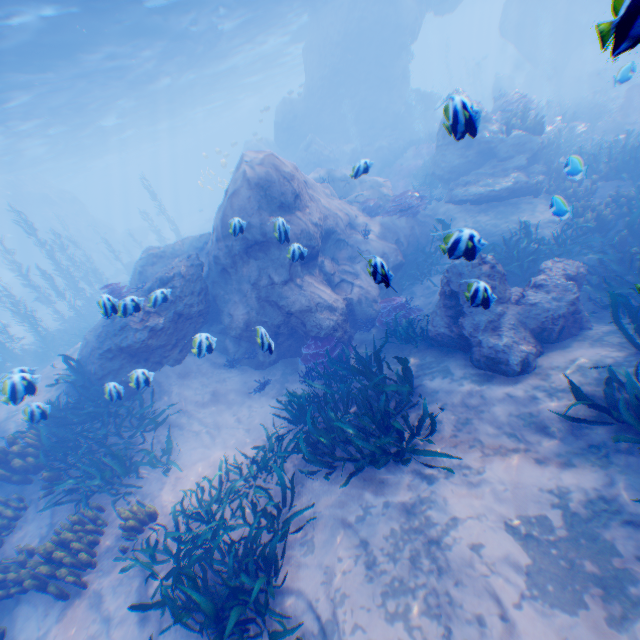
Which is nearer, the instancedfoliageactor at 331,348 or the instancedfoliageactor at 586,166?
the instancedfoliageactor at 331,348

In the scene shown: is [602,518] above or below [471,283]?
below

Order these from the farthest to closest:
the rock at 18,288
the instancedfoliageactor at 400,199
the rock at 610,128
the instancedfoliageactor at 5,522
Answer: the rock at 18,288 < the rock at 610,128 < the instancedfoliageactor at 400,199 < the instancedfoliageactor at 5,522

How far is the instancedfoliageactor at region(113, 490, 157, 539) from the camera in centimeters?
643cm

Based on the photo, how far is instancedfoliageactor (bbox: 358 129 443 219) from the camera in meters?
12.7 m

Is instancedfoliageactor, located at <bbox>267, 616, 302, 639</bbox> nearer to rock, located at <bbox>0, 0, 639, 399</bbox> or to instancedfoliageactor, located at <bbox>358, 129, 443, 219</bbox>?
rock, located at <bbox>0, 0, 639, 399</bbox>

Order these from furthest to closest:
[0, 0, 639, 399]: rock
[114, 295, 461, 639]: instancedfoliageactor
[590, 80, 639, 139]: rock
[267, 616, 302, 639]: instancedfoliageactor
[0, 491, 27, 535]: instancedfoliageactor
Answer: [590, 80, 639, 139]: rock
[0, 0, 639, 399]: rock
[0, 491, 27, 535]: instancedfoliageactor
[114, 295, 461, 639]: instancedfoliageactor
[267, 616, 302, 639]: instancedfoliageactor

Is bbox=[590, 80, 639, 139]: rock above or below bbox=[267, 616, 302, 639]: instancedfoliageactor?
above
